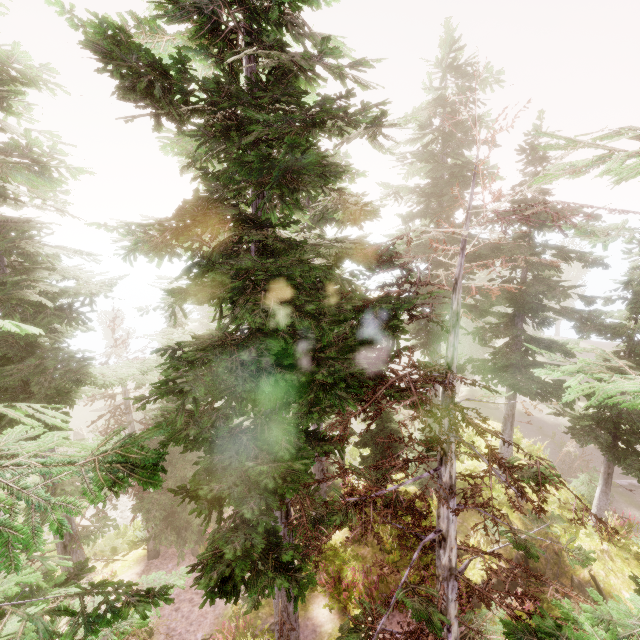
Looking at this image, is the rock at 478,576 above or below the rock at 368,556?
above

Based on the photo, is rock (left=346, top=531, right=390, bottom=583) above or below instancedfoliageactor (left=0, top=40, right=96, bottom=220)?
below

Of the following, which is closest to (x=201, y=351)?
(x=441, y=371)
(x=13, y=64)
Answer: (x=13, y=64)

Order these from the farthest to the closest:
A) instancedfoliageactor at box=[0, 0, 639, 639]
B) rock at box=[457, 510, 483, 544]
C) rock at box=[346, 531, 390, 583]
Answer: rock at box=[457, 510, 483, 544], rock at box=[346, 531, 390, 583], instancedfoliageactor at box=[0, 0, 639, 639]

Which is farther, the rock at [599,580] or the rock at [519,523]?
the rock at [519,523]

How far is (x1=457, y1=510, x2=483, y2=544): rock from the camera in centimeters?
1346cm

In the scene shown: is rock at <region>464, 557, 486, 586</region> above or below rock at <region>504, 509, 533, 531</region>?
above
